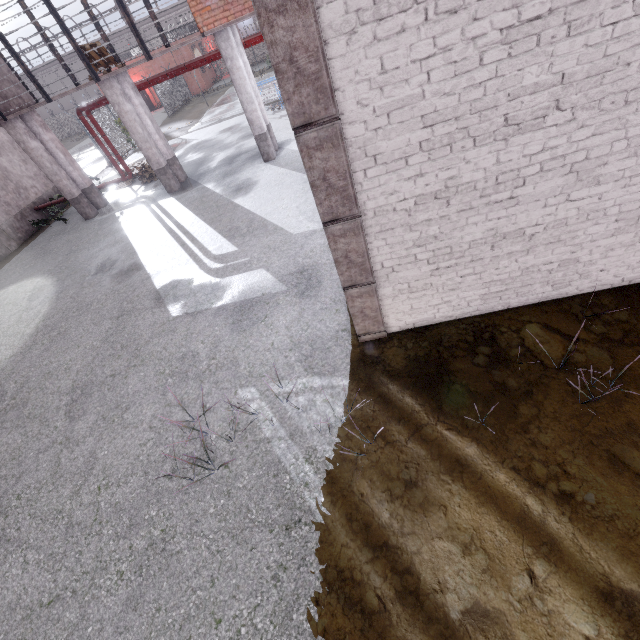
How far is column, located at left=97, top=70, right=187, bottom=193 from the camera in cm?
1116

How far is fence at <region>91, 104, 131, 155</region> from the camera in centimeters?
2112cm

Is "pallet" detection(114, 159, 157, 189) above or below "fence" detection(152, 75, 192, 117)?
below

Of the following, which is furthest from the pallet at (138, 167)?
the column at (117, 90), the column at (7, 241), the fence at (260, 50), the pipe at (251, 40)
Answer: the column at (7, 241)

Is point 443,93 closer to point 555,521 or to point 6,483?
point 555,521

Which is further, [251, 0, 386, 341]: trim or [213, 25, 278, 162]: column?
[213, 25, 278, 162]: column

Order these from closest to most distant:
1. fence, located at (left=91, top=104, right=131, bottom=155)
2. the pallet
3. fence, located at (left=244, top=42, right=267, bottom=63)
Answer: the pallet → fence, located at (left=91, top=104, right=131, bottom=155) → fence, located at (left=244, top=42, right=267, bottom=63)

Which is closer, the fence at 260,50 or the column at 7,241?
the column at 7,241
